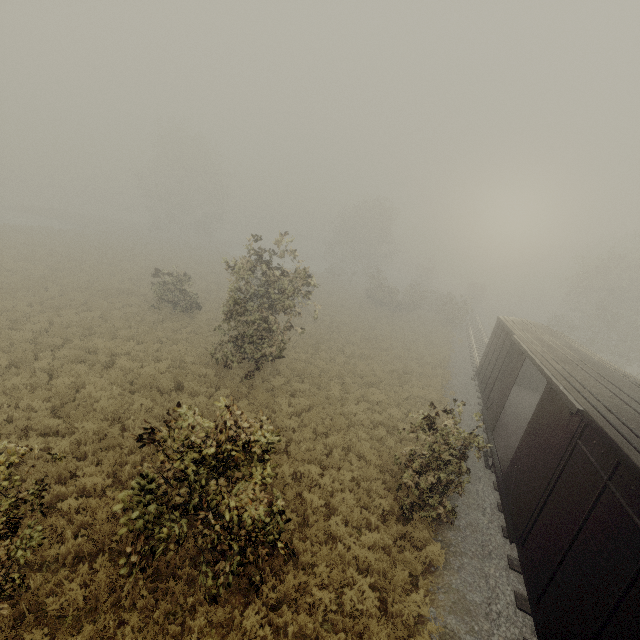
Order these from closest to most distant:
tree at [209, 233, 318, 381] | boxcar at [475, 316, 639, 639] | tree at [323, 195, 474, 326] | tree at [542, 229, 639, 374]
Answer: boxcar at [475, 316, 639, 639] → tree at [209, 233, 318, 381] → tree at [542, 229, 639, 374] → tree at [323, 195, 474, 326]

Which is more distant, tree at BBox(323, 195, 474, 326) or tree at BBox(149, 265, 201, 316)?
tree at BBox(323, 195, 474, 326)

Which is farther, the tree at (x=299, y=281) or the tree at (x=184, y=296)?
the tree at (x=184, y=296)

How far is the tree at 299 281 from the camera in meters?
12.7 m

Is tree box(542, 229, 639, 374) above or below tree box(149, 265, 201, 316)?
above

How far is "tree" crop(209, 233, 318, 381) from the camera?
12.7m

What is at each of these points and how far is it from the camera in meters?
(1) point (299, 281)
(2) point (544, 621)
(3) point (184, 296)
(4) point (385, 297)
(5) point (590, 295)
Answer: (1) tree, 12.3
(2) boxcar, 5.6
(3) tree, 20.1
(4) tree, 39.8
(5) tree, 31.8

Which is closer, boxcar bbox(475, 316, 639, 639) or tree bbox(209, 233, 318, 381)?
boxcar bbox(475, 316, 639, 639)
